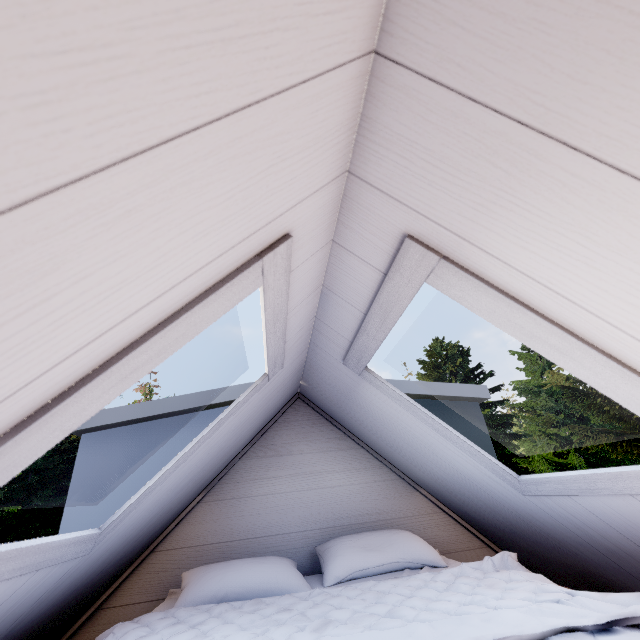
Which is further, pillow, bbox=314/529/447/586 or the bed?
pillow, bbox=314/529/447/586

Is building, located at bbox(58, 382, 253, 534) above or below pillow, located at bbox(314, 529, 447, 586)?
above

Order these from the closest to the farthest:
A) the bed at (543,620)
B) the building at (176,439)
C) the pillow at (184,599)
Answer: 1. the bed at (543,620)
2. the pillow at (184,599)
3. the building at (176,439)

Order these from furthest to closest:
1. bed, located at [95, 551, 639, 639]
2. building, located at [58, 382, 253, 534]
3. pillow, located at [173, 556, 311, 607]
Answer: building, located at [58, 382, 253, 534] → pillow, located at [173, 556, 311, 607] → bed, located at [95, 551, 639, 639]

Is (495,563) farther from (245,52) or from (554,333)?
(245,52)

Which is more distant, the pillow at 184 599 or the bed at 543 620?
the pillow at 184 599

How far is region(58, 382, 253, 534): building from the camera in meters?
1.9 m

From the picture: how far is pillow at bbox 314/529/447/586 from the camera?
1.55m
